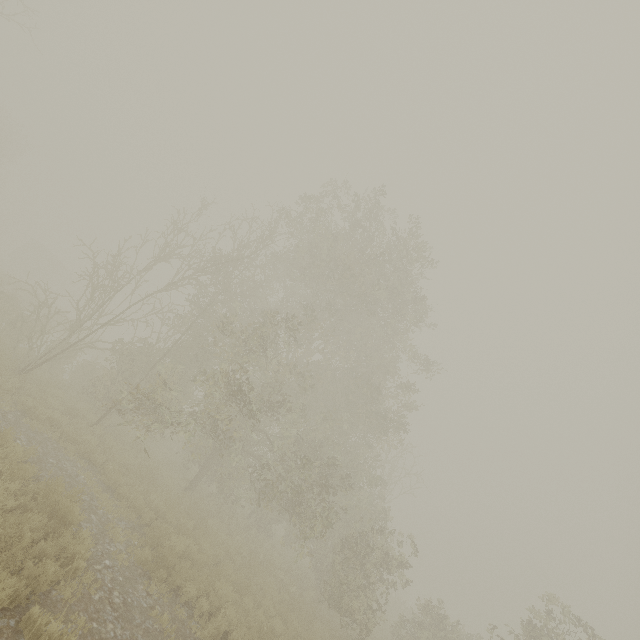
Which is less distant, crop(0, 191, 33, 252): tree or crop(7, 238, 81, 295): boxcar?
crop(7, 238, 81, 295): boxcar

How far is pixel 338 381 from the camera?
18.6m

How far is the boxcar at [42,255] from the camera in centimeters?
4350cm

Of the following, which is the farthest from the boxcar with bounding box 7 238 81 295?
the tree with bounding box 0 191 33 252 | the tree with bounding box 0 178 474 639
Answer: the tree with bounding box 0 178 474 639

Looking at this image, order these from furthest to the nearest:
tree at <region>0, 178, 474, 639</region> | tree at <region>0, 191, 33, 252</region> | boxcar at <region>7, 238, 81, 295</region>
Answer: tree at <region>0, 191, 33, 252</region>
boxcar at <region>7, 238, 81, 295</region>
tree at <region>0, 178, 474, 639</region>

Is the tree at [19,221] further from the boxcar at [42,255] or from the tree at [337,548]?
the tree at [337,548]

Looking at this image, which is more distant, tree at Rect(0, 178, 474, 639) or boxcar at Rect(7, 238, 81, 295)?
boxcar at Rect(7, 238, 81, 295)

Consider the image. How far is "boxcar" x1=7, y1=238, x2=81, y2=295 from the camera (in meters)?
43.50
